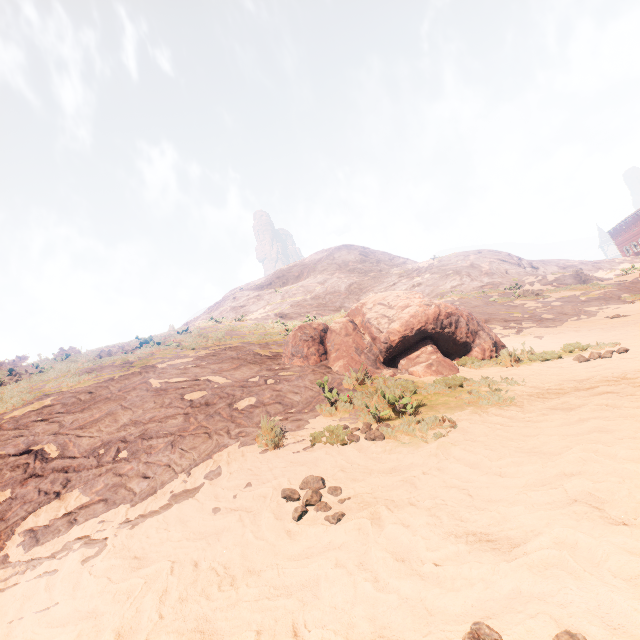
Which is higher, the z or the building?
the building

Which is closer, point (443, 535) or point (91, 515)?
point (443, 535)

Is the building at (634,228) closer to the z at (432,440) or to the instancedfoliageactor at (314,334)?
the z at (432,440)

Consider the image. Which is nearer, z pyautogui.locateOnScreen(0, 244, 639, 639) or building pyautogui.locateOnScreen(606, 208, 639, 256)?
z pyautogui.locateOnScreen(0, 244, 639, 639)

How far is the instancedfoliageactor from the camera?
7.5m

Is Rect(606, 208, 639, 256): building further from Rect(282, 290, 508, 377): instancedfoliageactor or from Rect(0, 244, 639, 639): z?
Rect(282, 290, 508, 377): instancedfoliageactor

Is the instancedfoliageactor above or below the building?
below
